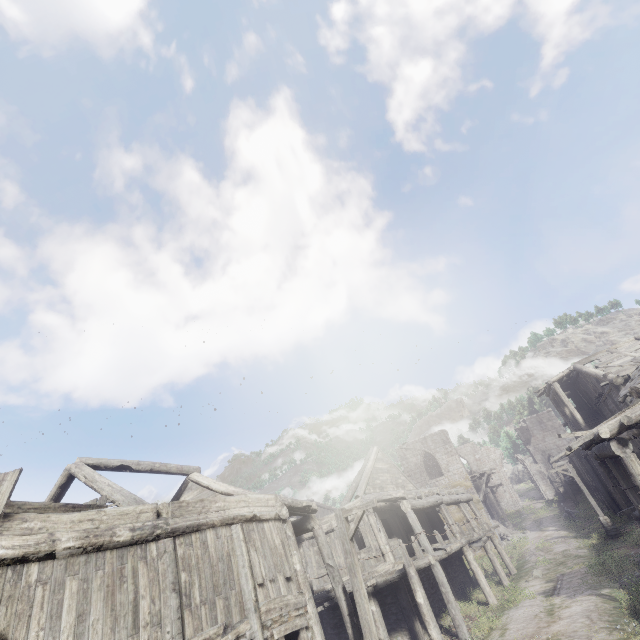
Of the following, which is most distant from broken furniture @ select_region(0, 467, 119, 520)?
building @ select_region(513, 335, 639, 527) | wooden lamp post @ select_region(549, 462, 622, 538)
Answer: wooden lamp post @ select_region(549, 462, 622, 538)

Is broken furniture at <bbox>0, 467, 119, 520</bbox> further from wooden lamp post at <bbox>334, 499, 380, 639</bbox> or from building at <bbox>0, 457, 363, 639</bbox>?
wooden lamp post at <bbox>334, 499, 380, 639</bbox>

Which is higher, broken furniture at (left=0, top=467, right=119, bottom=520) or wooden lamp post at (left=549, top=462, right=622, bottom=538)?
broken furniture at (left=0, top=467, right=119, bottom=520)

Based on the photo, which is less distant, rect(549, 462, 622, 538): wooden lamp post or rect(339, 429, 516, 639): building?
rect(339, 429, 516, 639): building

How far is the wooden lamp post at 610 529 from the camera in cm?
2155

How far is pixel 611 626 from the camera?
9.36m

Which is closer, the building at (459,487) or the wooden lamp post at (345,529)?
the wooden lamp post at (345,529)

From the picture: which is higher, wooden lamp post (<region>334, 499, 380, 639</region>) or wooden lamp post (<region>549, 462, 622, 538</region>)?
wooden lamp post (<region>334, 499, 380, 639</region>)
